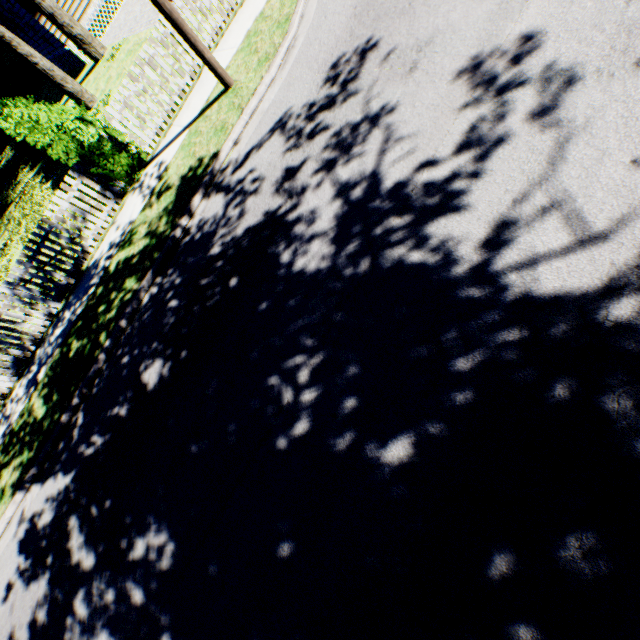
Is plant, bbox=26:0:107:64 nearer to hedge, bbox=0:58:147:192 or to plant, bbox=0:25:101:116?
plant, bbox=0:25:101:116

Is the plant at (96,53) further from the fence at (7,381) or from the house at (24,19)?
the fence at (7,381)

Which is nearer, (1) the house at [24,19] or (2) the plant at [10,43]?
(2) the plant at [10,43]

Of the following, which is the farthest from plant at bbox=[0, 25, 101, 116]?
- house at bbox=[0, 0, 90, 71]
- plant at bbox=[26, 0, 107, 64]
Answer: house at bbox=[0, 0, 90, 71]

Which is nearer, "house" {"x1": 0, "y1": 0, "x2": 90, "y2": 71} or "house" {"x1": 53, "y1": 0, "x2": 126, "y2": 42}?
"house" {"x1": 0, "y1": 0, "x2": 90, "y2": 71}

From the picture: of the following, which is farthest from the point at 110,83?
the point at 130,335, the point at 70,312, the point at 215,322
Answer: the point at 215,322

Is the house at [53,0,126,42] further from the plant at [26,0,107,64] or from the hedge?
the hedge

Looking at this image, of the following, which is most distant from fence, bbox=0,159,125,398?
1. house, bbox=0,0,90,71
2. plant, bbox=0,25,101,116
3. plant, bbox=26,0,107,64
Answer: house, bbox=0,0,90,71
